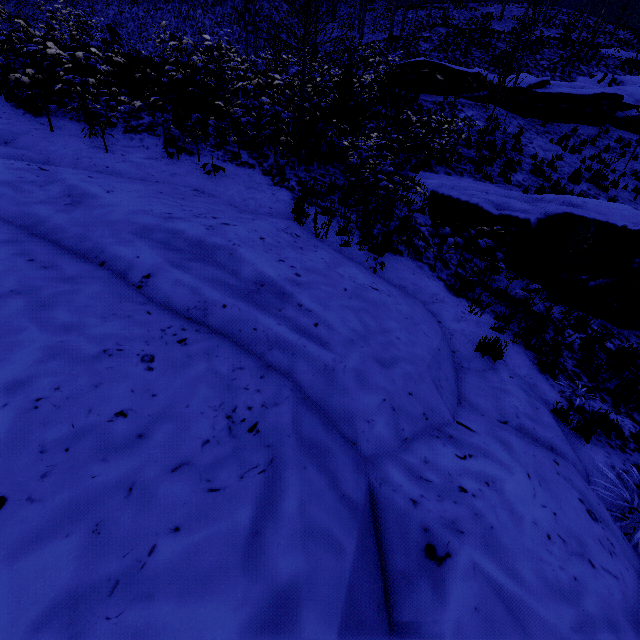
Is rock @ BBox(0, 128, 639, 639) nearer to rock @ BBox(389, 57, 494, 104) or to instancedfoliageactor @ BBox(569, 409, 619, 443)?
instancedfoliageactor @ BBox(569, 409, 619, 443)

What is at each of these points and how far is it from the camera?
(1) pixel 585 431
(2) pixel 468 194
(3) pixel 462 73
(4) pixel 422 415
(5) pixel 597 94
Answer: (1) instancedfoliageactor, 4.19m
(2) rock, 7.73m
(3) rock, 18.00m
(4) rock, 3.22m
(5) rock, 17.19m

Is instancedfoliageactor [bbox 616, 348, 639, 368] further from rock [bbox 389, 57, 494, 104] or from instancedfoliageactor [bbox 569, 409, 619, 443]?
rock [bbox 389, 57, 494, 104]

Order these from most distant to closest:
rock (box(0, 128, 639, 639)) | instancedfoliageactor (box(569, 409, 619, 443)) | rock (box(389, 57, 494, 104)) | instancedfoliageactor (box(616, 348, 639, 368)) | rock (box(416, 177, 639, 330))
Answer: rock (box(389, 57, 494, 104)) < rock (box(416, 177, 639, 330)) < instancedfoliageactor (box(616, 348, 639, 368)) < instancedfoliageactor (box(569, 409, 619, 443)) < rock (box(0, 128, 639, 639))

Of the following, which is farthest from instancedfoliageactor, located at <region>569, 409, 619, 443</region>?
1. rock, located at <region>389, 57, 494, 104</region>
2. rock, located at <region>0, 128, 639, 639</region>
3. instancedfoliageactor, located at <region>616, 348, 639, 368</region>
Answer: rock, located at <region>389, 57, 494, 104</region>

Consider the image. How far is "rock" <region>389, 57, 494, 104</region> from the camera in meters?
18.0

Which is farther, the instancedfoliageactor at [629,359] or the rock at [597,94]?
the rock at [597,94]

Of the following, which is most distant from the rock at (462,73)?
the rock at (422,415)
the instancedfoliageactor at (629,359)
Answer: the instancedfoliageactor at (629,359)
